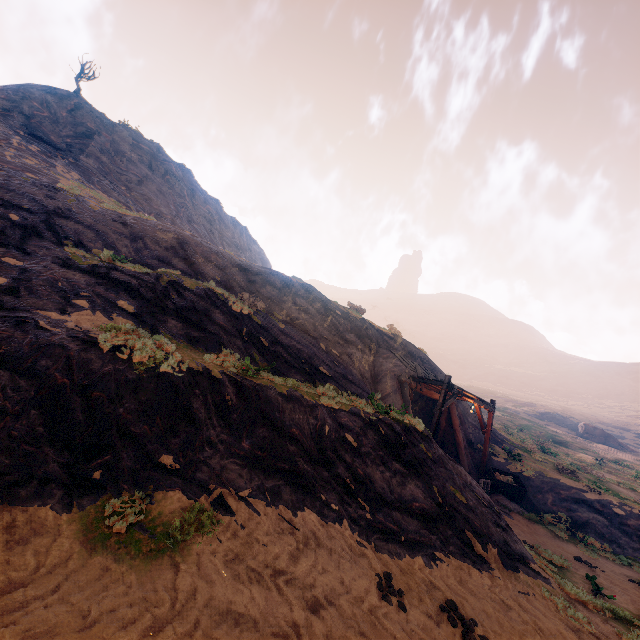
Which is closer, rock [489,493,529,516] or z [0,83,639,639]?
z [0,83,639,639]

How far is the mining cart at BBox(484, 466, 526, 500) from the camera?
15.58m

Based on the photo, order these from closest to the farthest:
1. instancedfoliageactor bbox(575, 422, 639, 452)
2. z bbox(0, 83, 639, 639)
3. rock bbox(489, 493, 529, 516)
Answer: z bbox(0, 83, 639, 639) → rock bbox(489, 493, 529, 516) → instancedfoliageactor bbox(575, 422, 639, 452)

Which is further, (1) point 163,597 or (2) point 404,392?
(2) point 404,392

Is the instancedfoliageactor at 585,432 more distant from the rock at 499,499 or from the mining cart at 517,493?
the rock at 499,499

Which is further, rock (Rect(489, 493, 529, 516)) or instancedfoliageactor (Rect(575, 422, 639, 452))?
instancedfoliageactor (Rect(575, 422, 639, 452))

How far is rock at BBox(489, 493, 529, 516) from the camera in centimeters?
1502cm

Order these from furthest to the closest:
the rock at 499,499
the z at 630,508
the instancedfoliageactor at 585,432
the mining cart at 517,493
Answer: the instancedfoliageactor at 585,432
the mining cart at 517,493
the rock at 499,499
the z at 630,508
